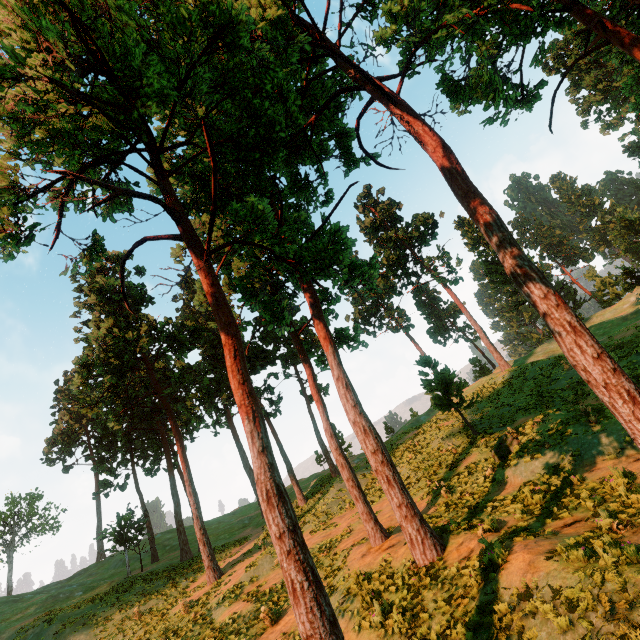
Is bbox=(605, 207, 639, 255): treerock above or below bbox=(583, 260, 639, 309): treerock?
above

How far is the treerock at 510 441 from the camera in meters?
15.3

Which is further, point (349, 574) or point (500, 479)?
point (500, 479)

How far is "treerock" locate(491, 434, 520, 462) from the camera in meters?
15.3

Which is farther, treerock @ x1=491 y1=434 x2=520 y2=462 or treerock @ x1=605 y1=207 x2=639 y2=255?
treerock @ x1=605 y1=207 x2=639 y2=255

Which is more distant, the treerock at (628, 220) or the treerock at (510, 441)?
the treerock at (628, 220)
